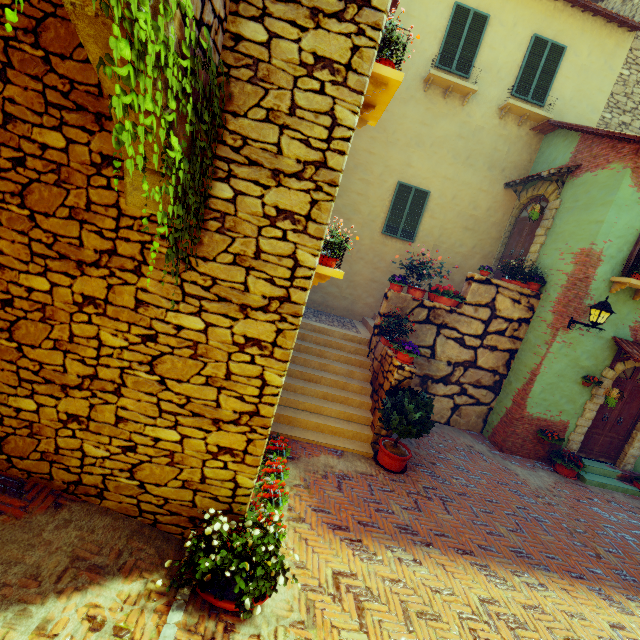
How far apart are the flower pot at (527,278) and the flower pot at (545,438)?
3.6 meters

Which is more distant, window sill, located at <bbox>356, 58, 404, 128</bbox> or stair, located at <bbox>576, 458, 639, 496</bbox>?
stair, located at <bbox>576, 458, 639, 496</bbox>

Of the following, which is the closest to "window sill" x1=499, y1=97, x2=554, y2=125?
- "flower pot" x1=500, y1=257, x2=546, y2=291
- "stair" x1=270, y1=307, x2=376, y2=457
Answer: "flower pot" x1=500, y1=257, x2=546, y2=291

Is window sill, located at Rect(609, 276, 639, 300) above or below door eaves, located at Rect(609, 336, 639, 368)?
above

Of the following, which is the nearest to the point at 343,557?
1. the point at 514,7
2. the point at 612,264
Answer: the point at 612,264

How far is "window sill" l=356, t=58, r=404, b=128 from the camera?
3.9 meters

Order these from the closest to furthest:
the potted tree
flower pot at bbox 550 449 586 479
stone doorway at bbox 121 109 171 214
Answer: stone doorway at bbox 121 109 171 214 → the potted tree → flower pot at bbox 550 449 586 479

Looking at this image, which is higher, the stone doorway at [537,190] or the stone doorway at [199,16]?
the stone doorway at [537,190]
